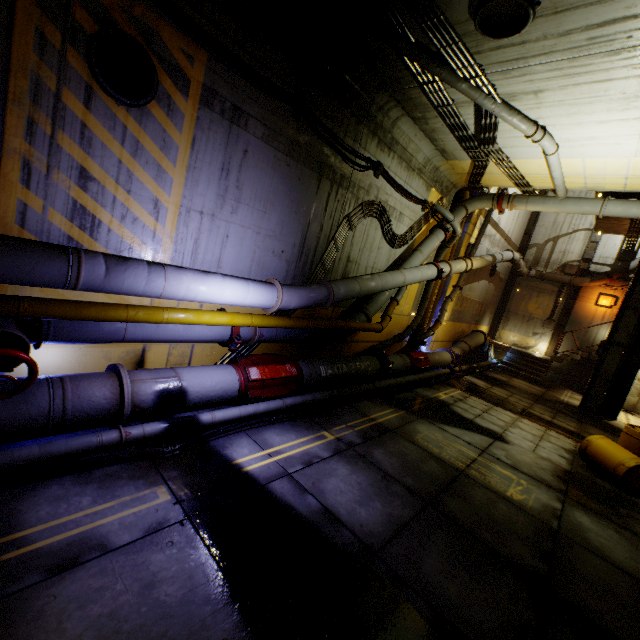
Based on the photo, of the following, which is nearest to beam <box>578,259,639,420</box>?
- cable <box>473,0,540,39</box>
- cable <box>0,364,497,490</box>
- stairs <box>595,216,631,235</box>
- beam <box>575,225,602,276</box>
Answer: stairs <box>595,216,631,235</box>

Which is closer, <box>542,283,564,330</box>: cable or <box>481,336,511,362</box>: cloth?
<box>481,336,511,362</box>: cloth

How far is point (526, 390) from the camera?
14.35m

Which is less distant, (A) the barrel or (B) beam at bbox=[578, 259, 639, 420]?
(A) the barrel

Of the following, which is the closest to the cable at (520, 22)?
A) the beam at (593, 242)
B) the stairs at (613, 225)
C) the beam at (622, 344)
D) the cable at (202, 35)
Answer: the cable at (202, 35)

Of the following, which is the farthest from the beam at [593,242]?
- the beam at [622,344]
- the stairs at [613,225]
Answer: the beam at [622,344]

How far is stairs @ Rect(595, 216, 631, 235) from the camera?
13.9 meters

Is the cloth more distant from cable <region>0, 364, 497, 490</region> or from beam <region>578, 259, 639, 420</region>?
beam <region>578, 259, 639, 420</region>
